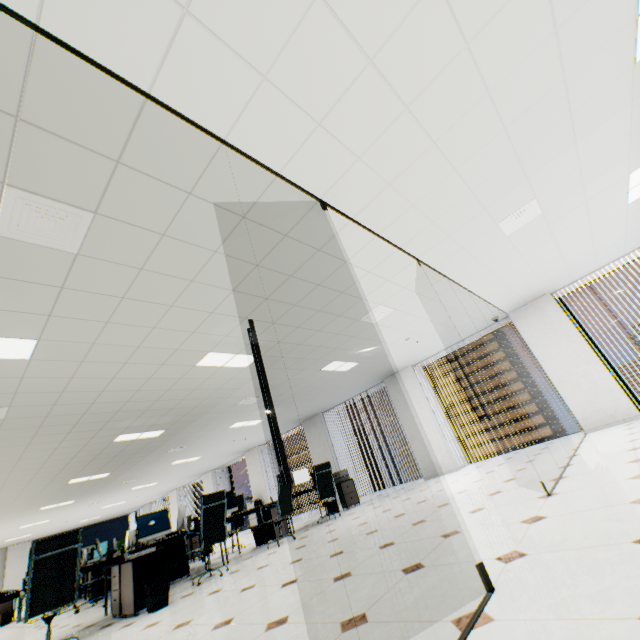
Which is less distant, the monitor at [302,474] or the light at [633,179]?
the light at [633,179]

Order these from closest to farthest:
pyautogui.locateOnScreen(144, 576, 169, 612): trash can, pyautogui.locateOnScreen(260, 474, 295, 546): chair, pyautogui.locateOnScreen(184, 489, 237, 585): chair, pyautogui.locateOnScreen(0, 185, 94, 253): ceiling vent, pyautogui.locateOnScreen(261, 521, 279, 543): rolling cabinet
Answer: pyautogui.locateOnScreen(0, 185, 94, 253): ceiling vent, pyautogui.locateOnScreen(144, 576, 169, 612): trash can, pyautogui.locateOnScreen(184, 489, 237, 585): chair, pyautogui.locateOnScreen(260, 474, 295, 546): chair, pyautogui.locateOnScreen(261, 521, 279, 543): rolling cabinet

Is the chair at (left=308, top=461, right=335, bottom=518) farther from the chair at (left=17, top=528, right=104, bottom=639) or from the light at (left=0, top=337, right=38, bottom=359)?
the light at (left=0, top=337, right=38, bottom=359)

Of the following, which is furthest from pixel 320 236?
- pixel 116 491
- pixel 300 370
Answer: pixel 116 491

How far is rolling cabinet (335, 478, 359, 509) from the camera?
8.38m

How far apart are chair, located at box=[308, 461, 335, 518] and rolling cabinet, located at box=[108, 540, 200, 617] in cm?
342

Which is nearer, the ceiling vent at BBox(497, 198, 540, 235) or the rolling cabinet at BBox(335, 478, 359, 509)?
the ceiling vent at BBox(497, 198, 540, 235)

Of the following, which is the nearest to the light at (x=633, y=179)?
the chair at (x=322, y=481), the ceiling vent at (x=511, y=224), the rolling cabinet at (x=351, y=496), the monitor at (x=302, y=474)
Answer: the ceiling vent at (x=511, y=224)
